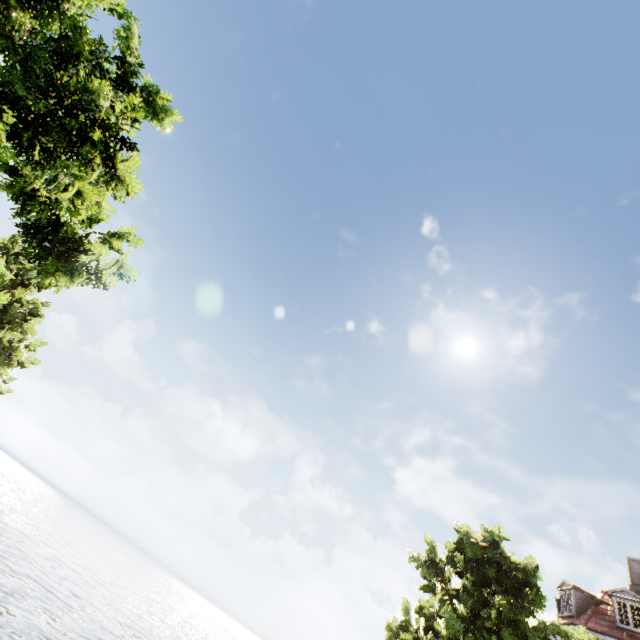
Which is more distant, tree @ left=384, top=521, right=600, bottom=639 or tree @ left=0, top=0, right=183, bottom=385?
A: tree @ left=384, top=521, right=600, bottom=639

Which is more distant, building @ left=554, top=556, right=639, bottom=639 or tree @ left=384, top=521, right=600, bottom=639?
building @ left=554, top=556, right=639, bottom=639

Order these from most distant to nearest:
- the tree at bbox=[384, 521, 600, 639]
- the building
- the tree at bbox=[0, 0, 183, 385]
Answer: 1. the building
2. the tree at bbox=[384, 521, 600, 639]
3. the tree at bbox=[0, 0, 183, 385]

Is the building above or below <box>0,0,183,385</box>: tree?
above

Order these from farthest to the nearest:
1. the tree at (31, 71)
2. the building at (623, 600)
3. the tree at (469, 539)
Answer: the building at (623, 600) → the tree at (469, 539) → the tree at (31, 71)

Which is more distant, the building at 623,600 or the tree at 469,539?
the building at 623,600

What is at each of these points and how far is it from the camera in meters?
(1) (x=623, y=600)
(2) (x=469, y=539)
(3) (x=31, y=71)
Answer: (1) building, 16.9 m
(2) tree, 12.8 m
(3) tree, 5.5 m
